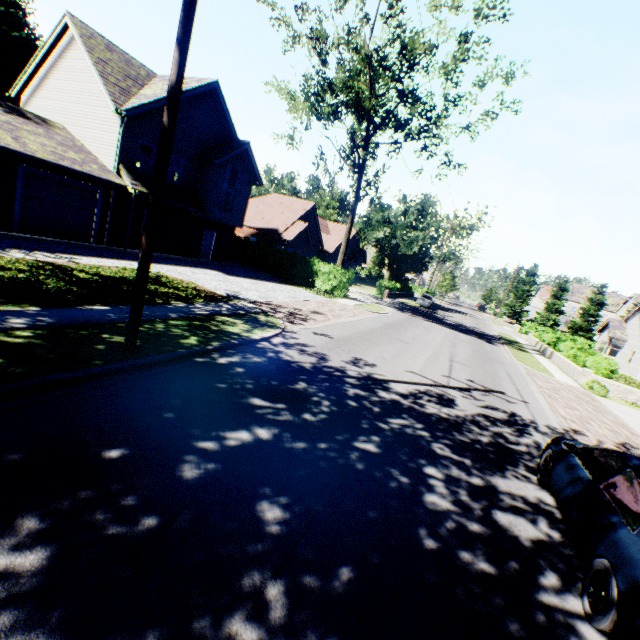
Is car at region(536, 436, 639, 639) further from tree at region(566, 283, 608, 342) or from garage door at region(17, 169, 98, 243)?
garage door at region(17, 169, 98, 243)

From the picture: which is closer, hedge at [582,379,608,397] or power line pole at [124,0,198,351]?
power line pole at [124,0,198,351]

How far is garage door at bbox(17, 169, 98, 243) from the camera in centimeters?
1447cm

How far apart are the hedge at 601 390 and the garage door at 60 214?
28.0m

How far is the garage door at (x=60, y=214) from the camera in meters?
14.5 m

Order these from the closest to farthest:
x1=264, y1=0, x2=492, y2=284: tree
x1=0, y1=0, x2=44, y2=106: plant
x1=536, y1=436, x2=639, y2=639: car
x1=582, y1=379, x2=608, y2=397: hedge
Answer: x1=536, y1=436, x2=639, y2=639: car < x1=582, y1=379, x2=608, y2=397: hedge < x1=264, y1=0, x2=492, y2=284: tree < x1=0, y1=0, x2=44, y2=106: plant

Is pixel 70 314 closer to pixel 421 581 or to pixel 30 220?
pixel 421 581

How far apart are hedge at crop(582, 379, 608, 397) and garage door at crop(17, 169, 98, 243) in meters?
28.0 m
